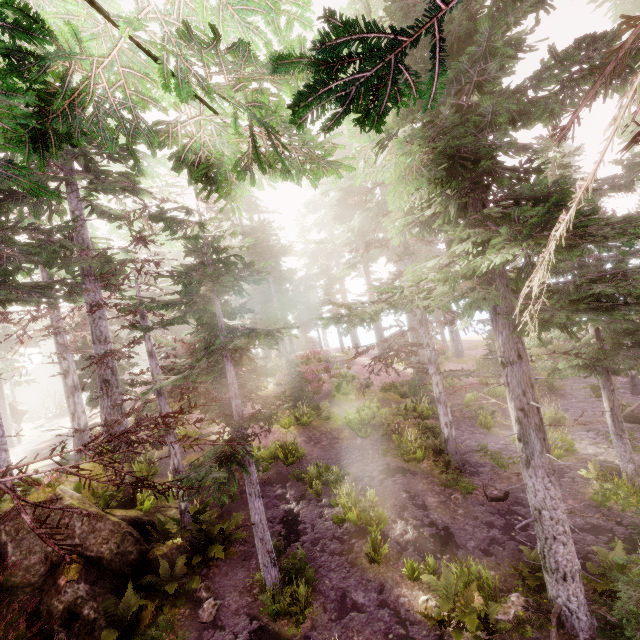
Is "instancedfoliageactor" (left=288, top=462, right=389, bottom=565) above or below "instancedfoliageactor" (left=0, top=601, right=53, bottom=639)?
below

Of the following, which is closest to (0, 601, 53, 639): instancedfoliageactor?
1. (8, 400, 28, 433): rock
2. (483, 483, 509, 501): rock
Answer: (8, 400, 28, 433): rock

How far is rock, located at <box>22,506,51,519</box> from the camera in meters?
8.8

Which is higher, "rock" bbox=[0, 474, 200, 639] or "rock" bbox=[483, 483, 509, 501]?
"rock" bbox=[0, 474, 200, 639]

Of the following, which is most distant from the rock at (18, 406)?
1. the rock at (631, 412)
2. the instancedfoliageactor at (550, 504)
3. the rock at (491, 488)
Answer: the rock at (631, 412)

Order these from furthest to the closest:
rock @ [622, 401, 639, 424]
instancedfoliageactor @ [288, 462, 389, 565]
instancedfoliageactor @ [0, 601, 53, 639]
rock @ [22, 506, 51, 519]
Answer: rock @ [622, 401, 639, 424] < instancedfoliageactor @ [288, 462, 389, 565] < rock @ [22, 506, 51, 519] < instancedfoliageactor @ [0, 601, 53, 639]

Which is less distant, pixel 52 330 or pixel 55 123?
pixel 55 123

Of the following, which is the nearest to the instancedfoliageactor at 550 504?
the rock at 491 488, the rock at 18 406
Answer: the rock at 18 406
